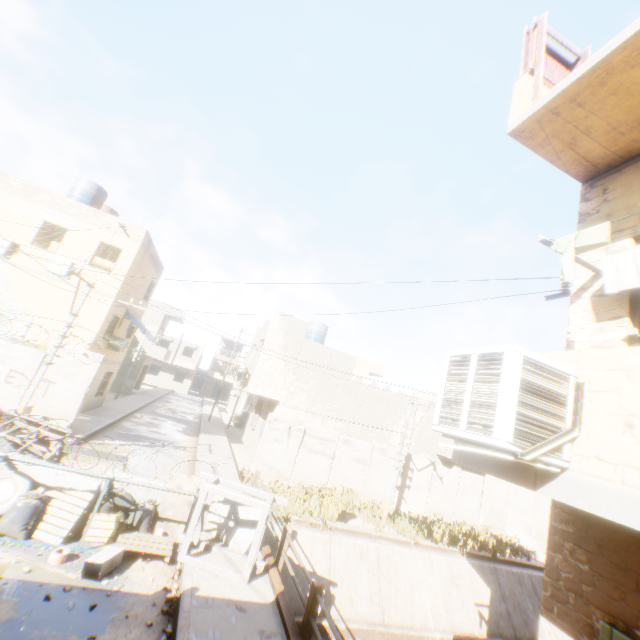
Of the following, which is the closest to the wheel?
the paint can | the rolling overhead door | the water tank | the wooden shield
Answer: the rolling overhead door

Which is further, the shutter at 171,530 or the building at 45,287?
the building at 45,287

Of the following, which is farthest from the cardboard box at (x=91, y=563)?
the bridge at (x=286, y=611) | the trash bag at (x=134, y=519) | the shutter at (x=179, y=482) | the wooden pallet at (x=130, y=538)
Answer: the bridge at (x=286, y=611)

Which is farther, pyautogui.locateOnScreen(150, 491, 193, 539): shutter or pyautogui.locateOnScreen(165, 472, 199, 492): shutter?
pyautogui.locateOnScreen(165, 472, 199, 492): shutter

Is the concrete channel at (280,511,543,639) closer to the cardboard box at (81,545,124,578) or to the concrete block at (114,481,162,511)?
the concrete block at (114,481,162,511)

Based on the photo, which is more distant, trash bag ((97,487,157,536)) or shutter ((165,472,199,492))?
shutter ((165,472,199,492))

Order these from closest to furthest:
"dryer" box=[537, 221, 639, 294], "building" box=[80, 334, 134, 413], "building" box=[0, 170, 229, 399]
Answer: "dryer" box=[537, 221, 639, 294], "building" box=[0, 170, 229, 399], "building" box=[80, 334, 134, 413]

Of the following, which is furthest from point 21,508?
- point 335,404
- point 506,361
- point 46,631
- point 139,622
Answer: point 335,404
